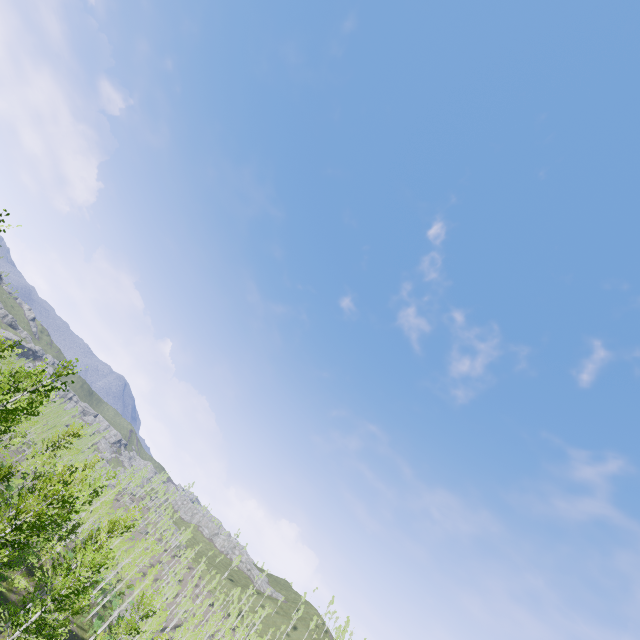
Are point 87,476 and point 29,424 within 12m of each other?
yes
